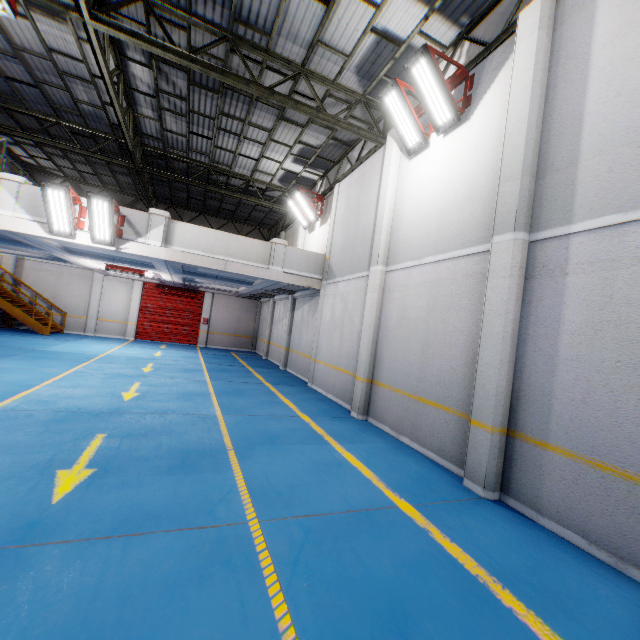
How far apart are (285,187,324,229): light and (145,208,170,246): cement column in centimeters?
530cm

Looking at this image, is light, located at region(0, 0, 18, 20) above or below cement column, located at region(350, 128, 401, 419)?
above

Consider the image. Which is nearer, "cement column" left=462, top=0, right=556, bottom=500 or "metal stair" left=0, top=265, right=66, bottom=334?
"cement column" left=462, top=0, right=556, bottom=500

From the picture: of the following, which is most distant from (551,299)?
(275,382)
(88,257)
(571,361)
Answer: (88,257)

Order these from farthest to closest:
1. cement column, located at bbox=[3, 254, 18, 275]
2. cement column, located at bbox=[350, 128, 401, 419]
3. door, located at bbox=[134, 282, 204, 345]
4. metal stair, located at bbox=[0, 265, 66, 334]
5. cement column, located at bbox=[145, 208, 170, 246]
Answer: door, located at bbox=[134, 282, 204, 345], cement column, located at bbox=[3, 254, 18, 275], metal stair, located at bbox=[0, 265, 66, 334], cement column, located at bbox=[145, 208, 170, 246], cement column, located at bbox=[350, 128, 401, 419]

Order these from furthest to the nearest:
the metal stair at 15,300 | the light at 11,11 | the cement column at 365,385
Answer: the metal stair at 15,300 < the cement column at 365,385 < the light at 11,11

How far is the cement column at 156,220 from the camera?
10.31m

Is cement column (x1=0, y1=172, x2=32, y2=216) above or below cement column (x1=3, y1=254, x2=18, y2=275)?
above
